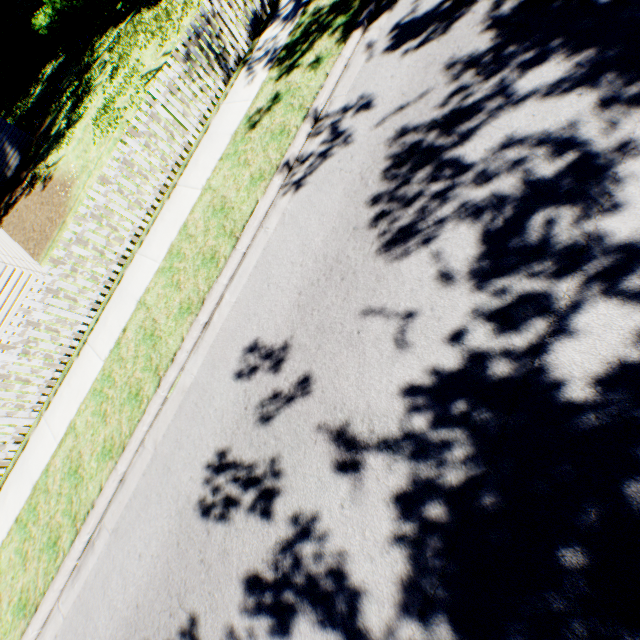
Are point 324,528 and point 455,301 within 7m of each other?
yes

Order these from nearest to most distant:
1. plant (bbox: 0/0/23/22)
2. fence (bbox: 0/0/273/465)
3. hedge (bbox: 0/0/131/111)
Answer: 1. fence (bbox: 0/0/273/465)
2. hedge (bbox: 0/0/131/111)
3. plant (bbox: 0/0/23/22)

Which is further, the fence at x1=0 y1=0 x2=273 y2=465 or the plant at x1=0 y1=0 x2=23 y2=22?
the plant at x1=0 y1=0 x2=23 y2=22

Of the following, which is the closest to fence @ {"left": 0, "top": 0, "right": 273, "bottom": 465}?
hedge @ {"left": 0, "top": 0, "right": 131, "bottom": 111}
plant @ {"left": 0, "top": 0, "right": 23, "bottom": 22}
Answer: hedge @ {"left": 0, "top": 0, "right": 131, "bottom": 111}

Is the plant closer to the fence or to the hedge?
the hedge

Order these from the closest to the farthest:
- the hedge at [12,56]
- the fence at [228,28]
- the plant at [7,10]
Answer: the fence at [228,28], the hedge at [12,56], the plant at [7,10]

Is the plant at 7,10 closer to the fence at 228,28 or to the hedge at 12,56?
the hedge at 12,56
